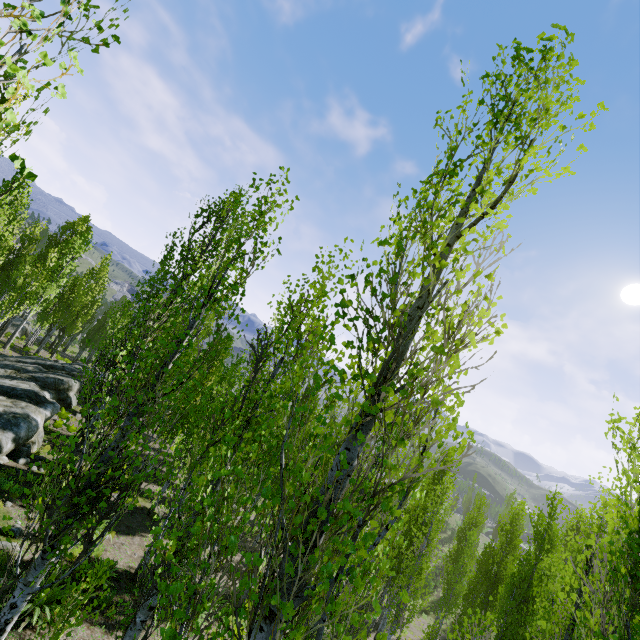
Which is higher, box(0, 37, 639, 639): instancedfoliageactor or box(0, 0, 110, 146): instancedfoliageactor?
box(0, 0, 110, 146): instancedfoliageactor

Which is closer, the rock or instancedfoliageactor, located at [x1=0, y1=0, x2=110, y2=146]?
instancedfoliageactor, located at [x1=0, y1=0, x2=110, y2=146]

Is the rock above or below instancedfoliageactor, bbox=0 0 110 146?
below

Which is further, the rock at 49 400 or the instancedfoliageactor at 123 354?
the rock at 49 400

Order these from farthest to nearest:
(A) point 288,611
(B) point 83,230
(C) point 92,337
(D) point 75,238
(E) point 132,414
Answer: (C) point 92,337 < (B) point 83,230 < (D) point 75,238 < (E) point 132,414 < (A) point 288,611
